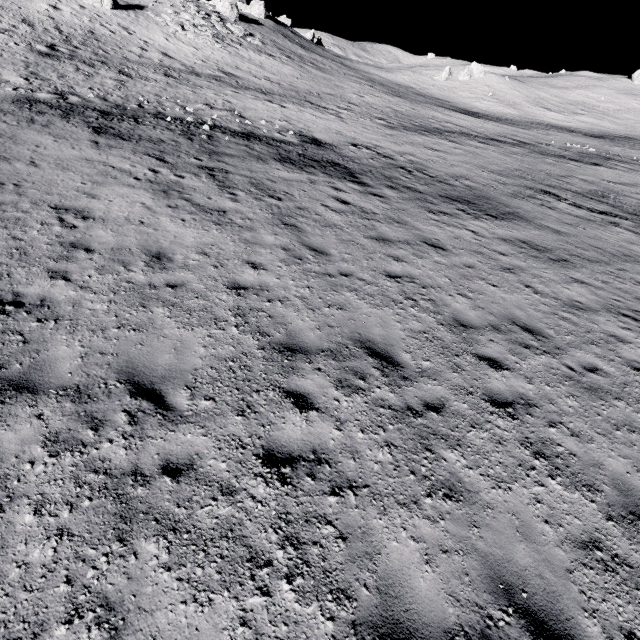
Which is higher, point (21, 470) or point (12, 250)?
point (12, 250)
